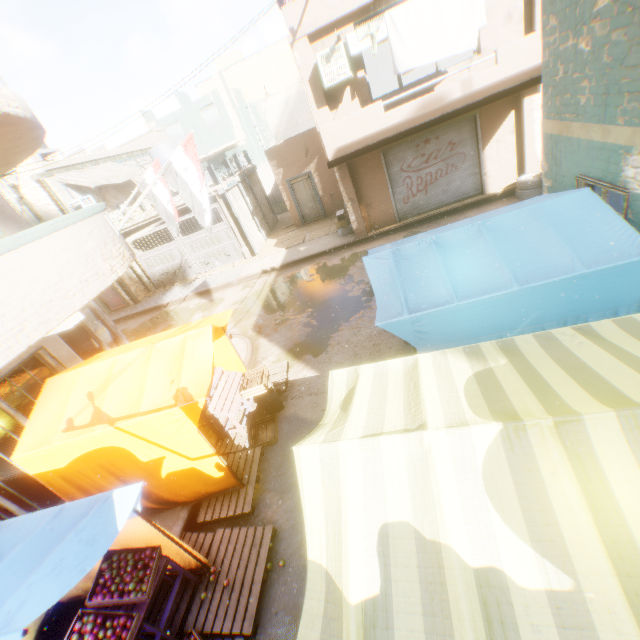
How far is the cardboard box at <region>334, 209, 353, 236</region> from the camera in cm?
1370

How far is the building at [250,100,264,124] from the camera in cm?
3193

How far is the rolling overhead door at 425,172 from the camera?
11.2 meters

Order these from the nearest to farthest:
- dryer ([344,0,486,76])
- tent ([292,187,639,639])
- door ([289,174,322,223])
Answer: tent ([292,187,639,639]) → dryer ([344,0,486,76]) → door ([289,174,322,223])

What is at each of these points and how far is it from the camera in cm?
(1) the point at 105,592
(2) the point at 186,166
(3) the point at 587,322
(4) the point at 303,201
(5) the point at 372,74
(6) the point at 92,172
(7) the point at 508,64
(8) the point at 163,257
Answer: (1) apples, 363
(2) flag, 739
(3) tent, 393
(4) door, 1745
(5) building, 1780
(6) awning, 1636
(7) balcony, 818
(8) wooden gate, 1733

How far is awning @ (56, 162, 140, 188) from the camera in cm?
1495

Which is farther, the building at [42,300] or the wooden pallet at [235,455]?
the wooden pallet at [235,455]

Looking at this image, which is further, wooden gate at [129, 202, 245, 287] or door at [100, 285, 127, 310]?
door at [100, 285, 127, 310]
